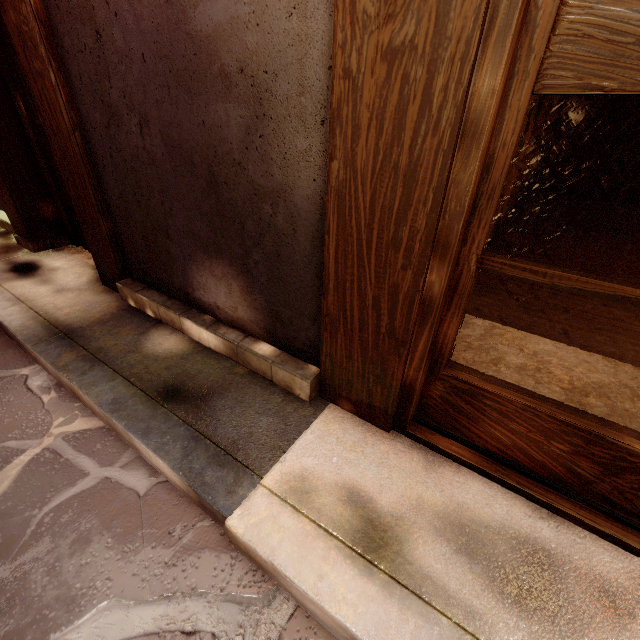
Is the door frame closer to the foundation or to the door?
the door

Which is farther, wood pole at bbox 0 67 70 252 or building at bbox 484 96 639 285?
building at bbox 484 96 639 285

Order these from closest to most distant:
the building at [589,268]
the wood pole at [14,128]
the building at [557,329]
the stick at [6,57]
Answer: the building at [557,329], the stick at [6,57], the wood pole at [14,128], the building at [589,268]

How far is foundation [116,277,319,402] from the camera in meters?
3.2

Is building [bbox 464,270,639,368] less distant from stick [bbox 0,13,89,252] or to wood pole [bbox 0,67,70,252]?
stick [bbox 0,13,89,252]

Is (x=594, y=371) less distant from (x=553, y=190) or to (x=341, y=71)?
(x=341, y=71)

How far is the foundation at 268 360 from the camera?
3.2 meters

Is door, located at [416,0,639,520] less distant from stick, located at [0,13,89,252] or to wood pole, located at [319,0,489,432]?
wood pole, located at [319,0,489,432]
